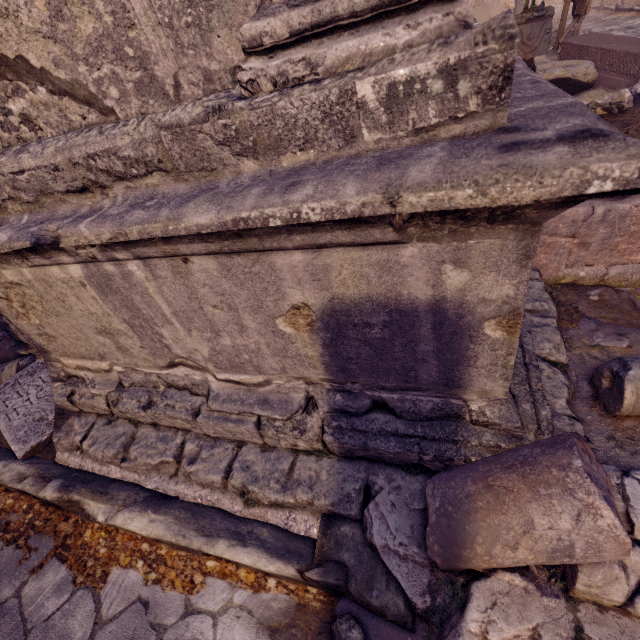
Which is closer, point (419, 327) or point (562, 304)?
point (419, 327)

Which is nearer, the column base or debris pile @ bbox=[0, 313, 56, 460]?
debris pile @ bbox=[0, 313, 56, 460]

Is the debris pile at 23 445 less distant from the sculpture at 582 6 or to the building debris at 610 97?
the building debris at 610 97

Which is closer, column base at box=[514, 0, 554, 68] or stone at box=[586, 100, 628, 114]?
stone at box=[586, 100, 628, 114]

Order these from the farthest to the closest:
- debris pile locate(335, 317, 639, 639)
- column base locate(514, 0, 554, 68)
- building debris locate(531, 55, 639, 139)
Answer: column base locate(514, 0, 554, 68), building debris locate(531, 55, 639, 139), debris pile locate(335, 317, 639, 639)

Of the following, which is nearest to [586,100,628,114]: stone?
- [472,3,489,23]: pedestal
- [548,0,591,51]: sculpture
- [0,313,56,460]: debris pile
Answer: [0,313,56,460]: debris pile

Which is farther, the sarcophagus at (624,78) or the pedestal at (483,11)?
the pedestal at (483,11)

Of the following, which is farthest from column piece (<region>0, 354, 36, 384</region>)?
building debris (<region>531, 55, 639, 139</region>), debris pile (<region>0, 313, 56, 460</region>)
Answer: building debris (<region>531, 55, 639, 139</region>)
